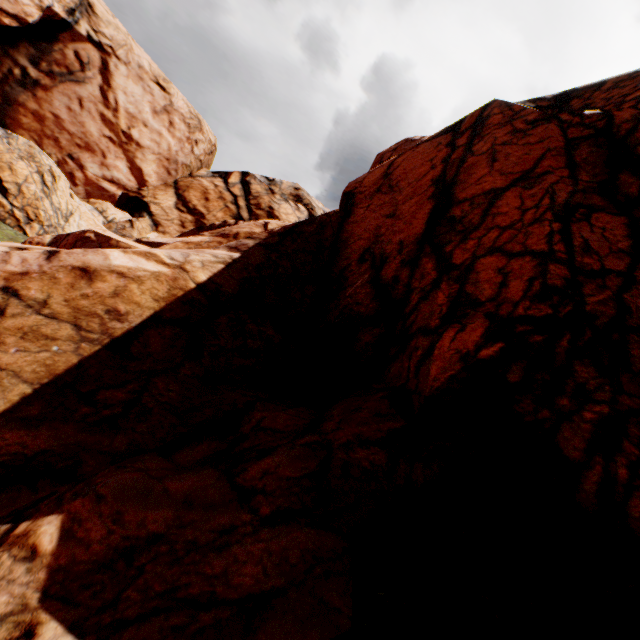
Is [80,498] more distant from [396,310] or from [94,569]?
[396,310]
